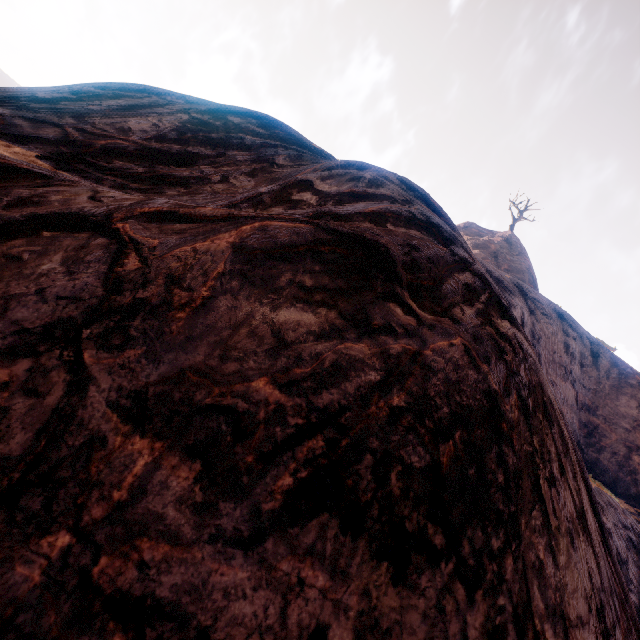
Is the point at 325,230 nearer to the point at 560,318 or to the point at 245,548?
the point at 245,548
